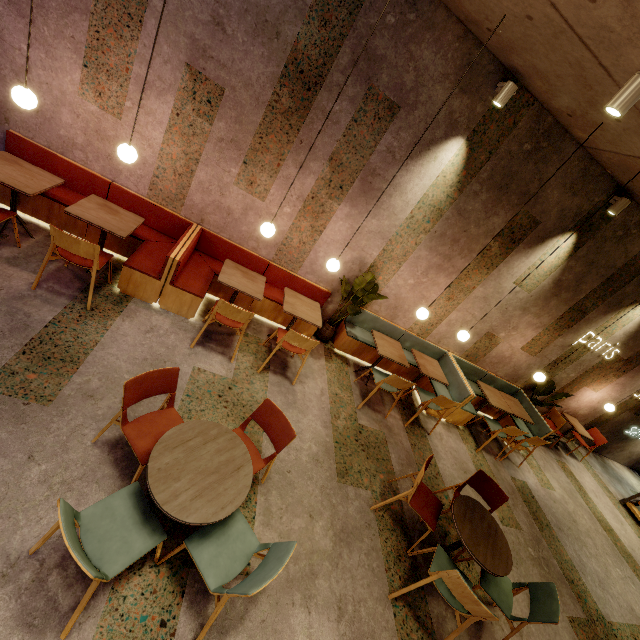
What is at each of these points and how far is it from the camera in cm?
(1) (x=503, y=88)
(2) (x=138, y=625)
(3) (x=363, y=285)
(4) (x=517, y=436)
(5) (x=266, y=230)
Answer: (1) lamp, 393
(2) building, 213
(3) tree, 510
(4) chair, 592
(5) lamp, 404

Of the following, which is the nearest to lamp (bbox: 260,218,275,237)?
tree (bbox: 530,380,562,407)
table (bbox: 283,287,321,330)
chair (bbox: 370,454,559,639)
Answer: table (bbox: 283,287,321,330)

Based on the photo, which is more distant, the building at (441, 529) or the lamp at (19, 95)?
the building at (441, 529)

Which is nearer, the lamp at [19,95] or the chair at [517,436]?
the lamp at [19,95]

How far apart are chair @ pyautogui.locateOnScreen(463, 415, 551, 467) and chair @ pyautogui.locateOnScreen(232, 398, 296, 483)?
4.5 meters

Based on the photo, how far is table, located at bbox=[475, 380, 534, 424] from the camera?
6.19m

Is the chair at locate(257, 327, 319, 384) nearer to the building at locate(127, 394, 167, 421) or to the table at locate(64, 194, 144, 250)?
the building at locate(127, 394, 167, 421)

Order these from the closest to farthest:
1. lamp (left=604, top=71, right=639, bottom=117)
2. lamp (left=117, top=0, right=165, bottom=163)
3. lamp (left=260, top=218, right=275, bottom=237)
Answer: lamp (left=604, top=71, right=639, bottom=117) → lamp (left=117, top=0, right=165, bottom=163) → lamp (left=260, top=218, right=275, bottom=237)
